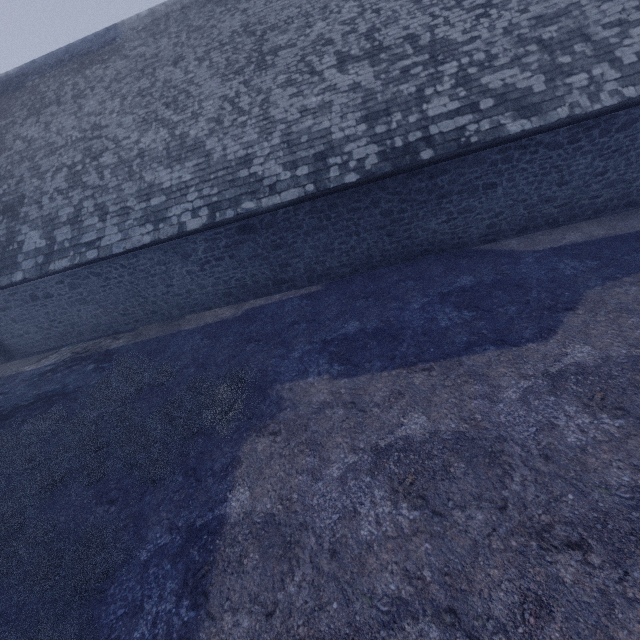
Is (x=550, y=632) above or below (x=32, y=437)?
below
